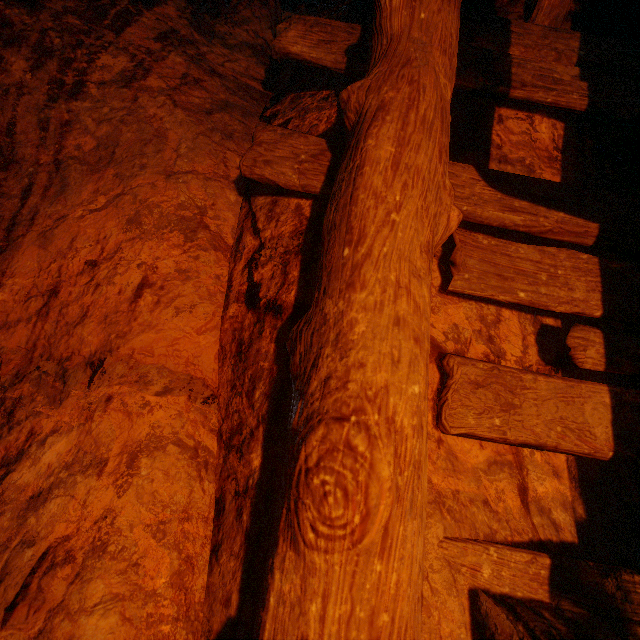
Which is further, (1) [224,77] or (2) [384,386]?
(1) [224,77]
